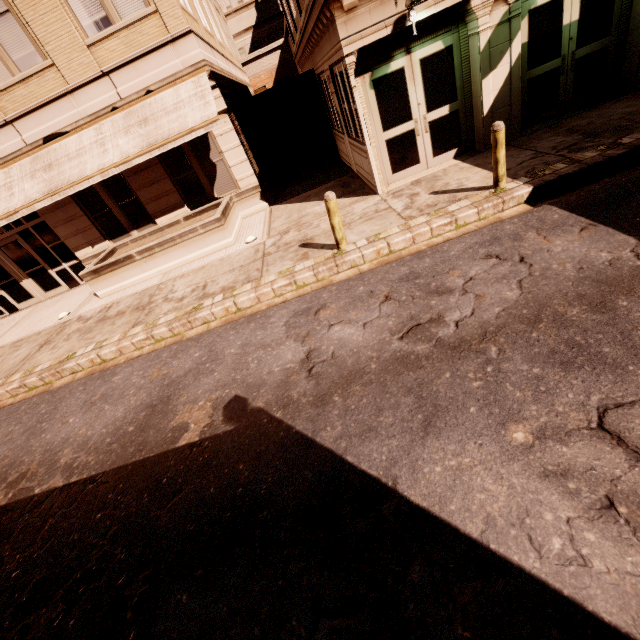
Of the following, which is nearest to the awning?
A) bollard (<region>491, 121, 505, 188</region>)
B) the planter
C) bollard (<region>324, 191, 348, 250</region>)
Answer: the planter

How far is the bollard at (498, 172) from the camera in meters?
6.0

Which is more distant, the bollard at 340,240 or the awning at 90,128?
the awning at 90,128

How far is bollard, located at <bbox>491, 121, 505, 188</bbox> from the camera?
6.0 meters

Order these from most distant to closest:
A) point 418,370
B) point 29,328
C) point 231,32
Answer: point 231,32
point 29,328
point 418,370

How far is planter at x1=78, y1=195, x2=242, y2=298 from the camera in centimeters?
991cm

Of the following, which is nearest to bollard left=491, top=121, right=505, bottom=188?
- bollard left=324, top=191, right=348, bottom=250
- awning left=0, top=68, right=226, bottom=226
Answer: bollard left=324, top=191, right=348, bottom=250

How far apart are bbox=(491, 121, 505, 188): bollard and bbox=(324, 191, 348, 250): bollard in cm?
317
